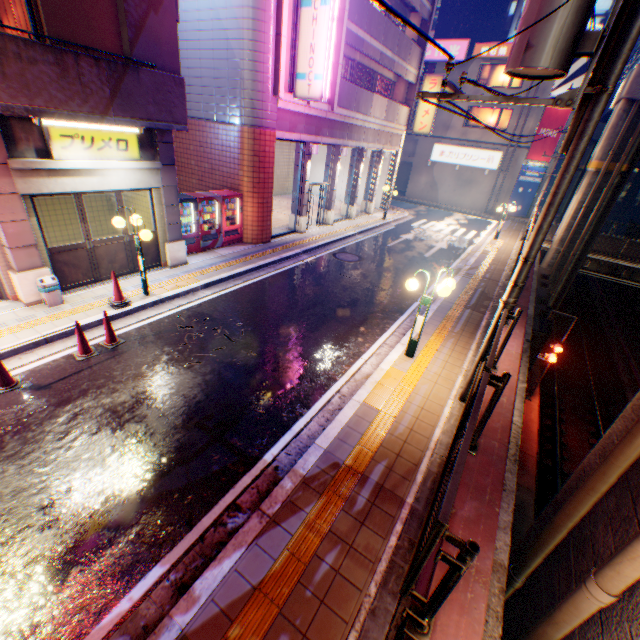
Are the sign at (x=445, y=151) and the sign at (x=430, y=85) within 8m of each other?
no

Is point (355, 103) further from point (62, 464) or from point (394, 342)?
point (62, 464)

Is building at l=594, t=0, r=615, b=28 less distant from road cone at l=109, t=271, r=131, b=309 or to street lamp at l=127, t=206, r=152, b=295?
street lamp at l=127, t=206, r=152, b=295

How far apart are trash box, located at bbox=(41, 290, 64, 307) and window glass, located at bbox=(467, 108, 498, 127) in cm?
3391

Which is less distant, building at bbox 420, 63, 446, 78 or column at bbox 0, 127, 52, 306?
column at bbox 0, 127, 52, 306

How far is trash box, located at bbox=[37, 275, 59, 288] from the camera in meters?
7.8 m

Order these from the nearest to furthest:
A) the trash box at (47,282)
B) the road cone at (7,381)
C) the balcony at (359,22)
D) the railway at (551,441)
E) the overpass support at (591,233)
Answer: the road cone at (7,381), the trash box at (47,282), the balcony at (359,22), the railway at (551,441), the overpass support at (591,233)

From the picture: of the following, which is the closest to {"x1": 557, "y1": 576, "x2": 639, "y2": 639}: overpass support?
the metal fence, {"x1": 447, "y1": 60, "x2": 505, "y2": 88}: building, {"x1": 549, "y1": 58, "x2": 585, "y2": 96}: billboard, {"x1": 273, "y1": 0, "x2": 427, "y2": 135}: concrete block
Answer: the metal fence
